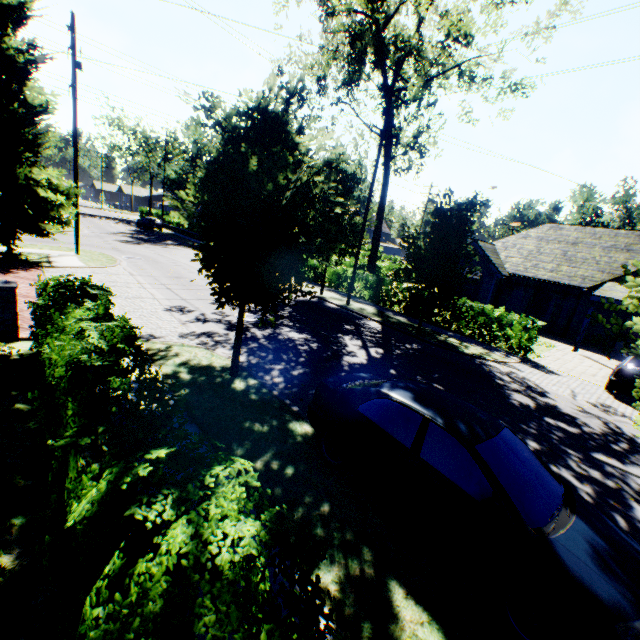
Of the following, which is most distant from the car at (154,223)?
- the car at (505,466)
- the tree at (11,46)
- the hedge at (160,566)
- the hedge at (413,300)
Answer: the hedge at (160,566)

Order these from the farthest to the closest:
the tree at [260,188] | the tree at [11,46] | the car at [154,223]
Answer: the car at [154,223] → the tree at [11,46] → the tree at [260,188]

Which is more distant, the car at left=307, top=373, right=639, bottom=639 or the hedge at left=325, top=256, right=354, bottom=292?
the hedge at left=325, top=256, right=354, bottom=292

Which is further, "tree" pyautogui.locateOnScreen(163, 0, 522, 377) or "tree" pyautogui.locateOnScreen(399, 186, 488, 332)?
"tree" pyautogui.locateOnScreen(399, 186, 488, 332)

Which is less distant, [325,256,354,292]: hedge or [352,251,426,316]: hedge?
[352,251,426,316]: hedge

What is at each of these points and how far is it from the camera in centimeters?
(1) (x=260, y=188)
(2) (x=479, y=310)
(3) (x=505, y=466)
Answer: (1) tree, 635cm
(2) hedge, 1561cm
(3) car, 398cm

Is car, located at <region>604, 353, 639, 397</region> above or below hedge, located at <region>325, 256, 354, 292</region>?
below

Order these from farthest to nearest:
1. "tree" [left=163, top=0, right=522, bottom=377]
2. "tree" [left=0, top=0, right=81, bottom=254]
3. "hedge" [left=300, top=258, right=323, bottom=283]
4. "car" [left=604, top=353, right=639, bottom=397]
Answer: "hedge" [left=300, top=258, right=323, bottom=283]
"tree" [left=0, top=0, right=81, bottom=254]
"car" [left=604, top=353, right=639, bottom=397]
"tree" [left=163, top=0, right=522, bottom=377]
